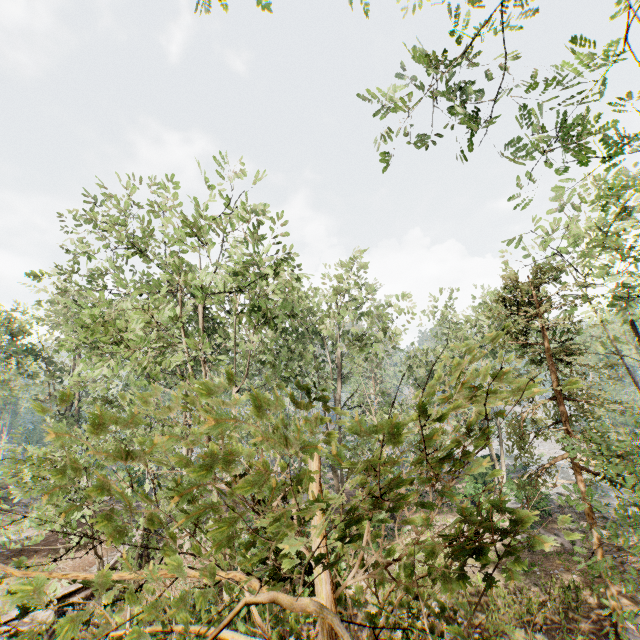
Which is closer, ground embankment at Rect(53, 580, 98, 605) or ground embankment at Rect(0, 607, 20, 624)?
ground embankment at Rect(0, 607, 20, 624)

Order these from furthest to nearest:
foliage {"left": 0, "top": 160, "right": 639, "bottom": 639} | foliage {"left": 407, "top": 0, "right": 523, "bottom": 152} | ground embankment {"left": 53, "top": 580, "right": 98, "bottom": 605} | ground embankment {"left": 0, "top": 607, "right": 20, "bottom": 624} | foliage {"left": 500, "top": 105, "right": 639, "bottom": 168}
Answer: ground embankment {"left": 53, "top": 580, "right": 98, "bottom": 605}, ground embankment {"left": 0, "top": 607, "right": 20, "bottom": 624}, foliage {"left": 407, "top": 0, "right": 523, "bottom": 152}, foliage {"left": 500, "top": 105, "right": 639, "bottom": 168}, foliage {"left": 0, "top": 160, "right": 639, "bottom": 639}

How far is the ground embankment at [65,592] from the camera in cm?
1392

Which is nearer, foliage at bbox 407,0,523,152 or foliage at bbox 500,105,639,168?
foliage at bbox 500,105,639,168

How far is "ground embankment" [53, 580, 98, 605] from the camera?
13.9 meters

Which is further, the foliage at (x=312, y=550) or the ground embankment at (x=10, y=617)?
the ground embankment at (x=10, y=617)

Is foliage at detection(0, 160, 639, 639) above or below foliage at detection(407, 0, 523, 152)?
below

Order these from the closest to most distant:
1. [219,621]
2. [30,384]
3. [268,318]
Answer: [219,621], [268,318], [30,384]
